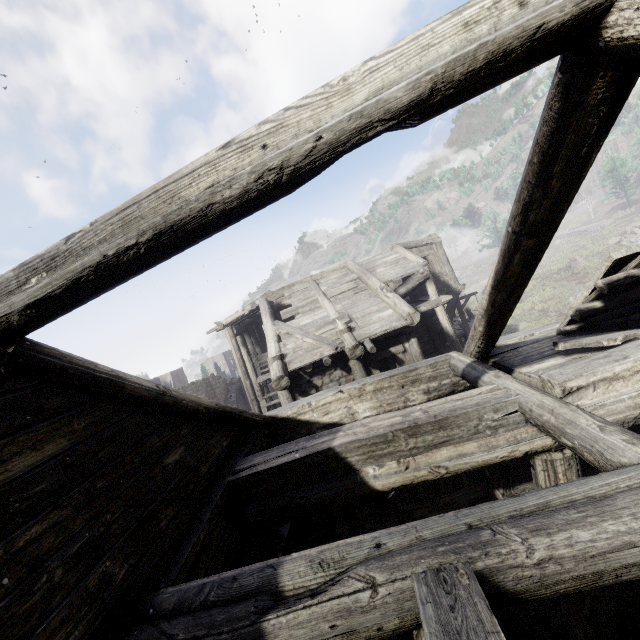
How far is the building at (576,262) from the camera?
29.8m

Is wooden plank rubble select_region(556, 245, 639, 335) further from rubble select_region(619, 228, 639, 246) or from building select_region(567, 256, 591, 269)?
building select_region(567, 256, 591, 269)

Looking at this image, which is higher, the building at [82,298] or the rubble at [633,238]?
the building at [82,298]

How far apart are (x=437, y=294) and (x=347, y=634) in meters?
13.1 m

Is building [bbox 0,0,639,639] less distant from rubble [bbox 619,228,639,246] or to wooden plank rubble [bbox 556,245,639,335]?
wooden plank rubble [bbox 556,245,639,335]

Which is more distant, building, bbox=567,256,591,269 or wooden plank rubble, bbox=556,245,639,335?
building, bbox=567,256,591,269

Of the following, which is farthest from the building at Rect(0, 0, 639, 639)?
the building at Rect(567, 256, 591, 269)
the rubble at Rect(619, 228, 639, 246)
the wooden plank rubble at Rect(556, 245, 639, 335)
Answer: the rubble at Rect(619, 228, 639, 246)

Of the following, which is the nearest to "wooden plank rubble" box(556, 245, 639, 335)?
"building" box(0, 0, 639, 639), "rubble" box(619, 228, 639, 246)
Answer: "building" box(0, 0, 639, 639)
